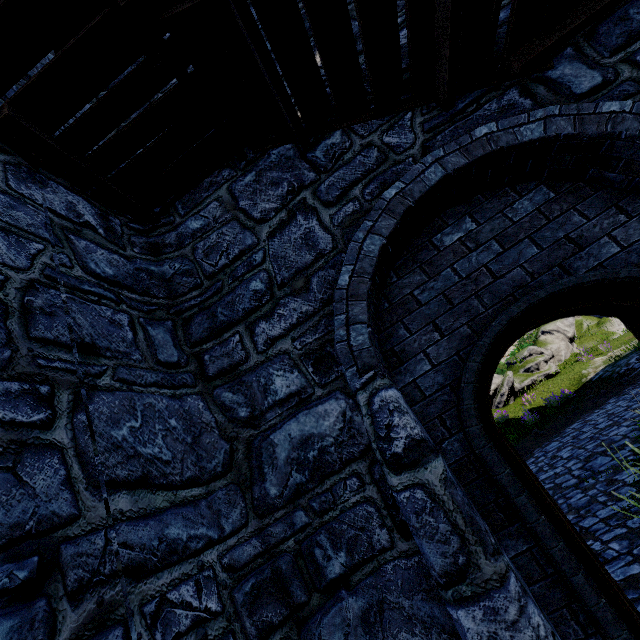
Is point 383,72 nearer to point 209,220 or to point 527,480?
point 209,220
